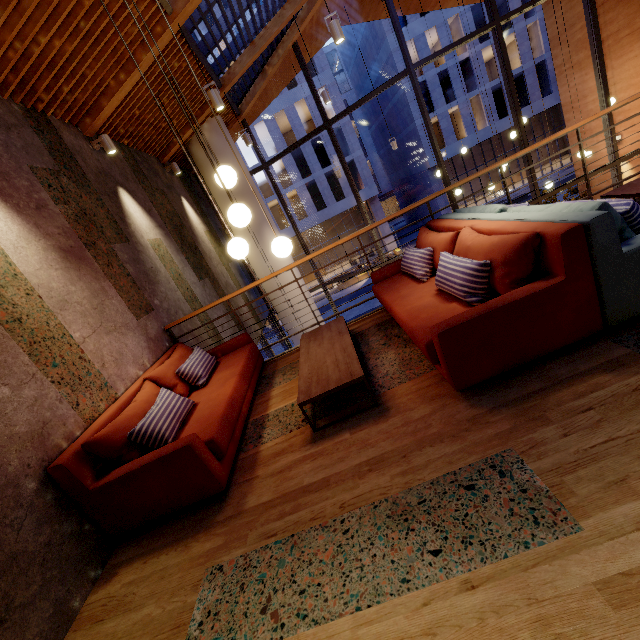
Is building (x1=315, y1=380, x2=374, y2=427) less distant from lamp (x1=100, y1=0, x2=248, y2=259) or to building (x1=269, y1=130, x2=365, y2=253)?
lamp (x1=100, y1=0, x2=248, y2=259)

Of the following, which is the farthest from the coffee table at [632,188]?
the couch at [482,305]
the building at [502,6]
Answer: the building at [502,6]

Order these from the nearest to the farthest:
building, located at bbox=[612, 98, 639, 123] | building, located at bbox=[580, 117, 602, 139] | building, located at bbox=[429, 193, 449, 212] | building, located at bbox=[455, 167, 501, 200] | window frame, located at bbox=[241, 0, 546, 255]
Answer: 1. window frame, located at bbox=[241, 0, 546, 255]
2. building, located at bbox=[612, 98, 639, 123]
3. building, located at bbox=[580, 117, 602, 139]
4. building, located at bbox=[429, 193, 449, 212]
5. building, located at bbox=[455, 167, 501, 200]

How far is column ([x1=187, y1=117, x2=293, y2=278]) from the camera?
7.9 meters

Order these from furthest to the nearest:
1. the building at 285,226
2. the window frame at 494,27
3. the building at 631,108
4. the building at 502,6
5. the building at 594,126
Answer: the building at 285,226
the building at 502,6
the building at 594,126
the building at 631,108
the window frame at 494,27

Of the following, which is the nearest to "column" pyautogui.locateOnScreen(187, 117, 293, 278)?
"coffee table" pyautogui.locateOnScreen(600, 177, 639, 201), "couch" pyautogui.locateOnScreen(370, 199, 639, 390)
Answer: "couch" pyautogui.locateOnScreen(370, 199, 639, 390)

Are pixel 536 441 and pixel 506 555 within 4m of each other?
yes

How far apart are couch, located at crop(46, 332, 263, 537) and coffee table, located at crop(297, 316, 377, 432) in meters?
0.6 m
